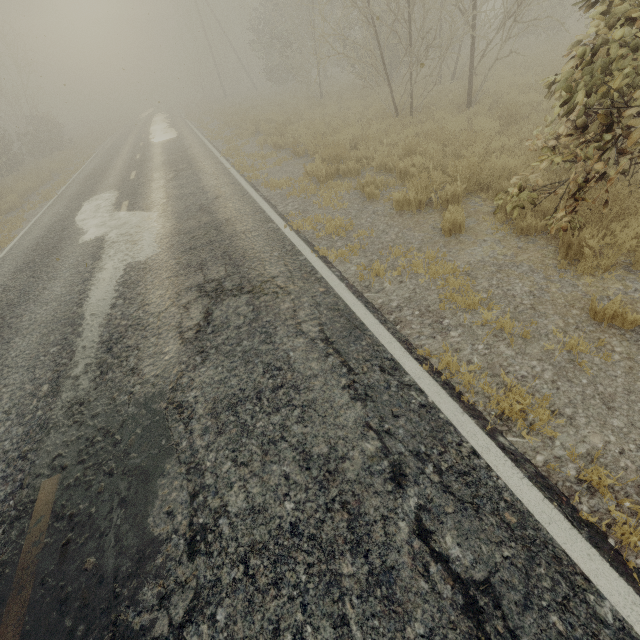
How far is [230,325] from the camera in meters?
4.4
